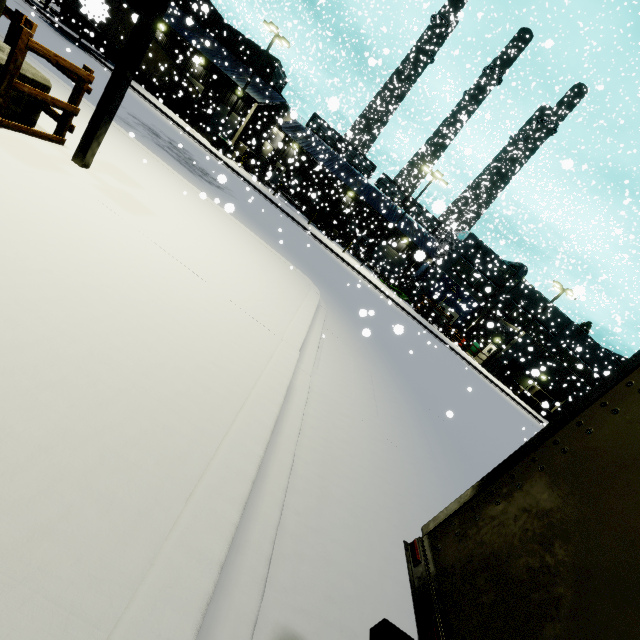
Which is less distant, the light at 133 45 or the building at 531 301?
the light at 133 45

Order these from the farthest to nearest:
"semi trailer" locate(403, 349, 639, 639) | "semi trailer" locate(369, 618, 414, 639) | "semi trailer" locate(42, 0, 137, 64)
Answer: "semi trailer" locate(42, 0, 137, 64), "semi trailer" locate(369, 618, 414, 639), "semi trailer" locate(403, 349, 639, 639)

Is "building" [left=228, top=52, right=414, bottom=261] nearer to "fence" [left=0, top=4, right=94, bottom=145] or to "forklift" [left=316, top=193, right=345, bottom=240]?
"fence" [left=0, top=4, right=94, bottom=145]

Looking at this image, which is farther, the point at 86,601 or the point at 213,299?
the point at 213,299

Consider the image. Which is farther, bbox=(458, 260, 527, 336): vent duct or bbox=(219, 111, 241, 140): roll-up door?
bbox=(458, 260, 527, 336): vent duct

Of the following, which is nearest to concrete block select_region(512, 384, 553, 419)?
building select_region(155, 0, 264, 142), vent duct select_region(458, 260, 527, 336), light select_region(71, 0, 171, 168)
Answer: building select_region(155, 0, 264, 142)

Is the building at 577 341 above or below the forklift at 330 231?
above

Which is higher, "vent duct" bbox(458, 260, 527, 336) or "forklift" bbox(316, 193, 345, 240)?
"vent duct" bbox(458, 260, 527, 336)
